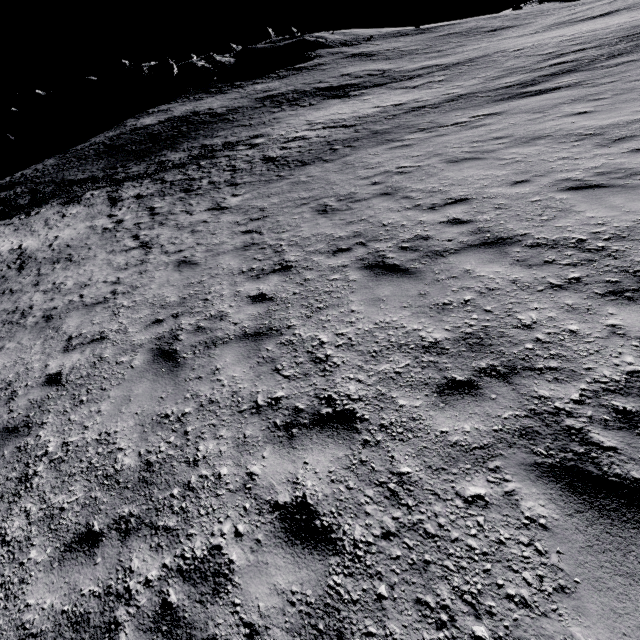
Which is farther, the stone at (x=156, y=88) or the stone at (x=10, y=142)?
the stone at (x=156, y=88)

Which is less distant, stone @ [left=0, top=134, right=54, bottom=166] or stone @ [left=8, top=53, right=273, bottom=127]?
stone @ [left=0, top=134, right=54, bottom=166]

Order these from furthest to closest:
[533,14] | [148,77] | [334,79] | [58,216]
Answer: [148,77] → [533,14] → [334,79] → [58,216]

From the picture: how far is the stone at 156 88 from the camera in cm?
5119

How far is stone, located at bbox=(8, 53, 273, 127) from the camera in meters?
51.2 m

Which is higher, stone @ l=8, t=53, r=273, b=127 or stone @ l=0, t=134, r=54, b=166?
stone @ l=8, t=53, r=273, b=127
